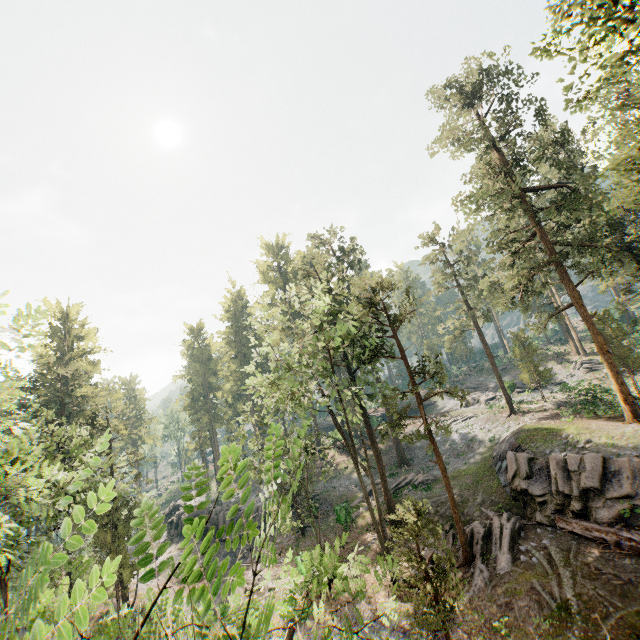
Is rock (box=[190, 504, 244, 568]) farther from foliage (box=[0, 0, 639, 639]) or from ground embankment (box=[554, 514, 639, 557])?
ground embankment (box=[554, 514, 639, 557])

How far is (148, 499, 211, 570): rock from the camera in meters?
36.3 m

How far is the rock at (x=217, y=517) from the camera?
33.9 meters

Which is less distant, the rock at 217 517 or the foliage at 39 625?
the foliage at 39 625

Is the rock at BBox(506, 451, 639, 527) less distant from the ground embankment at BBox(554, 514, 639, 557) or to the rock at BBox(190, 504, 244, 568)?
the ground embankment at BBox(554, 514, 639, 557)

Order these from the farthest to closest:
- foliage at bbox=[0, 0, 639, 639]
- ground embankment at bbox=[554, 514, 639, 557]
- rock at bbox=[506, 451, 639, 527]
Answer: rock at bbox=[506, 451, 639, 527] < ground embankment at bbox=[554, 514, 639, 557] < foliage at bbox=[0, 0, 639, 639]

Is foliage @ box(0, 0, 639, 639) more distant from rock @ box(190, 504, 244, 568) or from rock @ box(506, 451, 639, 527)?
rock @ box(190, 504, 244, 568)

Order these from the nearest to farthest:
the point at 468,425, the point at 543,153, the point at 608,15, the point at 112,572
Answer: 1. the point at 112,572
2. the point at 608,15
3. the point at 543,153
4. the point at 468,425
